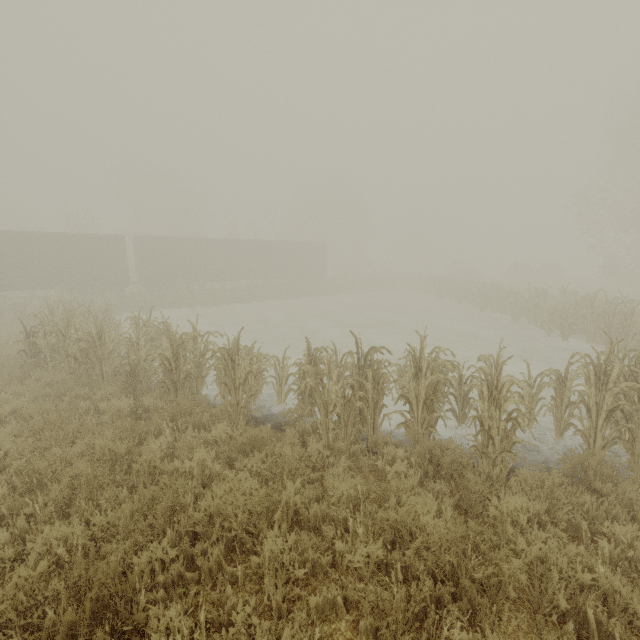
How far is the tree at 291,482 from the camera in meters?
2.9 m

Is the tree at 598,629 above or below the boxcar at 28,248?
below

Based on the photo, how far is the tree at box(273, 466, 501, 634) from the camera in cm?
285

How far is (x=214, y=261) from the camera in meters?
28.5

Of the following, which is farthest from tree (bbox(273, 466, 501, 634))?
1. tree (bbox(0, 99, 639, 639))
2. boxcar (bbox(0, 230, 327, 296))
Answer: boxcar (bbox(0, 230, 327, 296))

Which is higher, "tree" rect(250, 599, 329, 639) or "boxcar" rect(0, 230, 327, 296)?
"boxcar" rect(0, 230, 327, 296)
